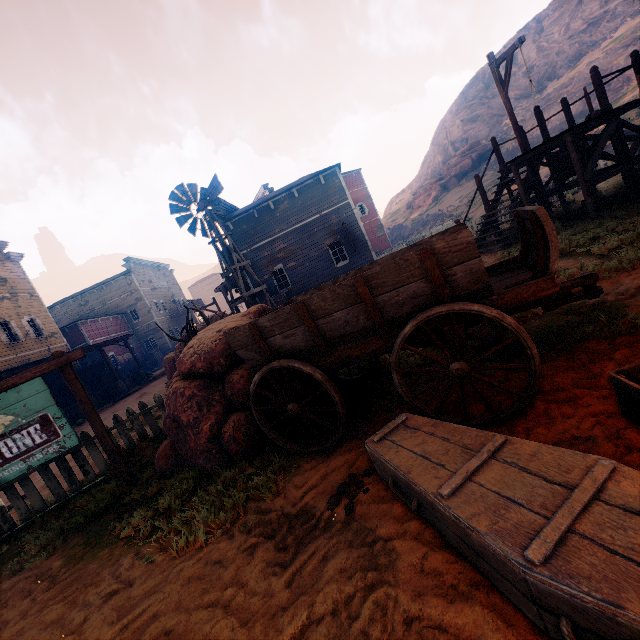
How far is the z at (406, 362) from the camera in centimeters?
439cm

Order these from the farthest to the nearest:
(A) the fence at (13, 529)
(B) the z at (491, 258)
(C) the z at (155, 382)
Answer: (C) the z at (155, 382)
(B) the z at (491, 258)
(A) the fence at (13, 529)

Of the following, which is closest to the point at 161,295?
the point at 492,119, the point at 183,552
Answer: the point at 183,552

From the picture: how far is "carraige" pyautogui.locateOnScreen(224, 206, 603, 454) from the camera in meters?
2.6

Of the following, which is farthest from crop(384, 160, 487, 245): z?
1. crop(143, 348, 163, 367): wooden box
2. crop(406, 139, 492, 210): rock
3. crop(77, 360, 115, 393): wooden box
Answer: crop(406, 139, 492, 210): rock

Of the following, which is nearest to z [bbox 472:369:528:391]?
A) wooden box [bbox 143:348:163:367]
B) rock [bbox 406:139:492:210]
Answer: wooden box [bbox 143:348:163:367]

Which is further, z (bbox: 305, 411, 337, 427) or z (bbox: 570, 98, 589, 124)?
z (bbox: 570, 98, 589, 124)
